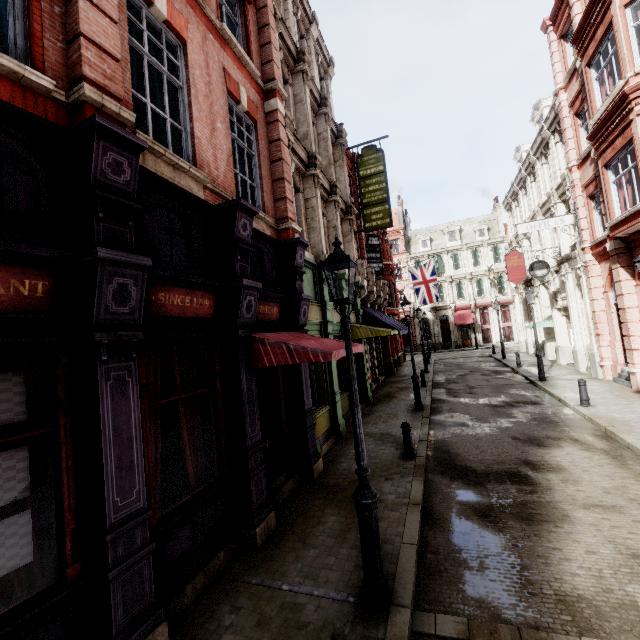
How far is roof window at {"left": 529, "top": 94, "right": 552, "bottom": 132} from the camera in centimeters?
2045cm

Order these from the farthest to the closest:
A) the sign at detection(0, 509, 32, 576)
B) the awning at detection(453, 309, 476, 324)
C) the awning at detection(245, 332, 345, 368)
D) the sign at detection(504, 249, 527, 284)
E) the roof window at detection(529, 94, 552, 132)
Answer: the awning at detection(453, 309, 476, 324) < the sign at detection(504, 249, 527, 284) < the roof window at detection(529, 94, 552, 132) < the awning at detection(245, 332, 345, 368) < the sign at detection(0, 509, 32, 576)

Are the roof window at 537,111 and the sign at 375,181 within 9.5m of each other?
no

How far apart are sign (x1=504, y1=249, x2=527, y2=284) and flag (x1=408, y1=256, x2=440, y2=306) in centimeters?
471cm

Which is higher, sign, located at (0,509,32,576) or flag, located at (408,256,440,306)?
flag, located at (408,256,440,306)

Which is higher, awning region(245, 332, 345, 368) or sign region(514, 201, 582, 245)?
sign region(514, 201, 582, 245)

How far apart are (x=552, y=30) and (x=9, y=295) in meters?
24.1 m

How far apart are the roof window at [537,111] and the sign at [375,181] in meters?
11.9
